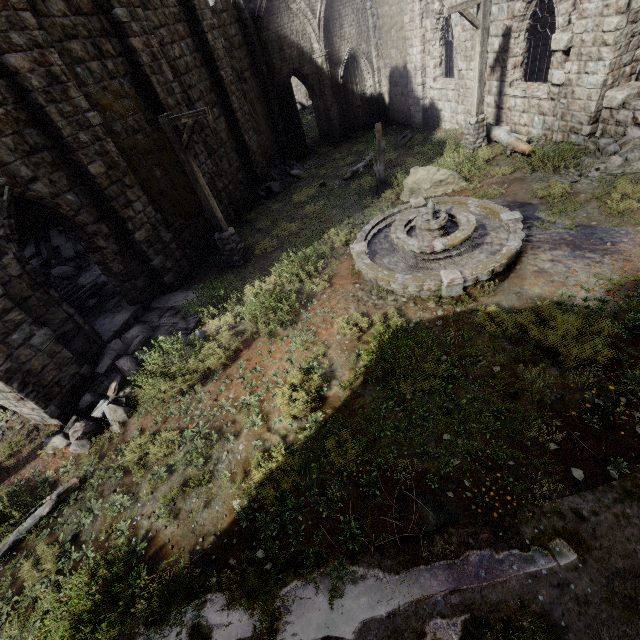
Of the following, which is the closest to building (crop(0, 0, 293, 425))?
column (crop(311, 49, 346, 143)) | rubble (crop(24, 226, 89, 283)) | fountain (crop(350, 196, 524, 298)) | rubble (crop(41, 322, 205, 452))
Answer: rubble (crop(41, 322, 205, 452))

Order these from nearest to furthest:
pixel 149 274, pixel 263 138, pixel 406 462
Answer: pixel 406 462 < pixel 149 274 < pixel 263 138

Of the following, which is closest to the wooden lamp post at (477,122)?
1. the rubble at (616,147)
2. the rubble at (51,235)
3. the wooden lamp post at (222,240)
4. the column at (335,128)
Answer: the rubble at (616,147)

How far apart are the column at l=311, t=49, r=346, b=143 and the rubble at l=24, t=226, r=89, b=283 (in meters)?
15.95

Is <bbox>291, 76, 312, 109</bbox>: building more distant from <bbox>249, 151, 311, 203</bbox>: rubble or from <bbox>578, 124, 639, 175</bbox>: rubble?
<bbox>249, 151, 311, 203</bbox>: rubble

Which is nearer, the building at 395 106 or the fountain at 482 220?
the fountain at 482 220

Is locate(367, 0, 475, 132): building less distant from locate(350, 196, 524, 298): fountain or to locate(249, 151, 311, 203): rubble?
locate(249, 151, 311, 203): rubble

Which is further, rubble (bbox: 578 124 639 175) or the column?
the column
